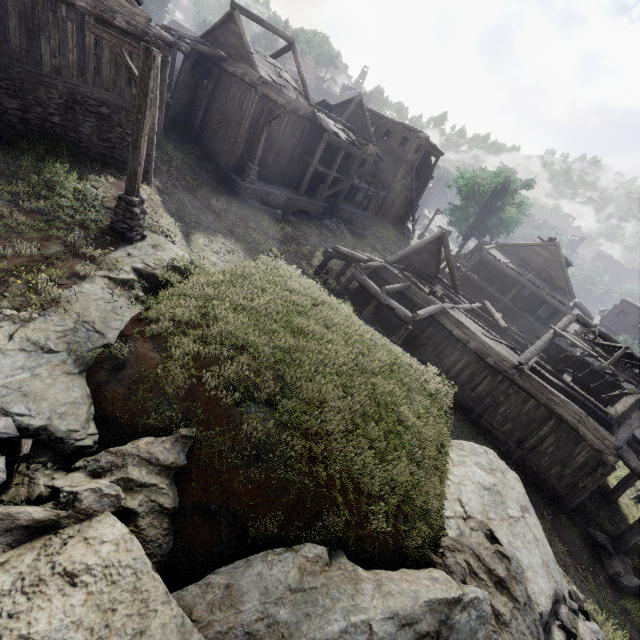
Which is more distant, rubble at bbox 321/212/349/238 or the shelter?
rubble at bbox 321/212/349/238

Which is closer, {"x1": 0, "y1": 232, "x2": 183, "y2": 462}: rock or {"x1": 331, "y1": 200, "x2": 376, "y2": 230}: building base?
{"x1": 0, "y1": 232, "x2": 183, "y2": 462}: rock

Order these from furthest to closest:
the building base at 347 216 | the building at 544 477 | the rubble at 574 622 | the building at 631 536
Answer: the building base at 347 216
the building at 544 477
the building at 631 536
the rubble at 574 622

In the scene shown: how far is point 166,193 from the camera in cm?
1603

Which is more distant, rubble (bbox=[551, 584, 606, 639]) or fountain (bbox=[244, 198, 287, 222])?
fountain (bbox=[244, 198, 287, 222])

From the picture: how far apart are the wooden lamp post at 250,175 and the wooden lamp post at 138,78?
13.01m

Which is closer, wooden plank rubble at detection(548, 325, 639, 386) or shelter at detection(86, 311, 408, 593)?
shelter at detection(86, 311, 408, 593)

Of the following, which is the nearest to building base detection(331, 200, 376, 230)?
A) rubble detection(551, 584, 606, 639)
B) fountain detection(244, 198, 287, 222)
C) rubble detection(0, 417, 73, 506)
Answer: fountain detection(244, 198, 287, 222)
